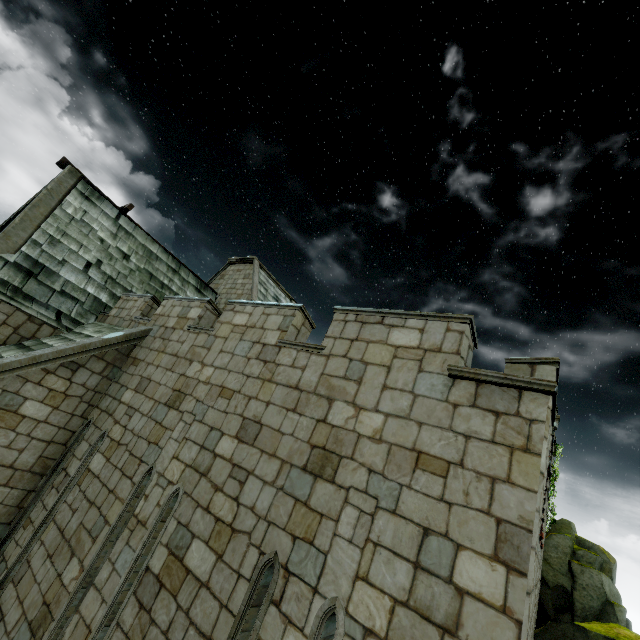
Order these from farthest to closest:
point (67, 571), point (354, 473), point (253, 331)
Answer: point (253, 331) → point (67, 571) → point (354, 473)

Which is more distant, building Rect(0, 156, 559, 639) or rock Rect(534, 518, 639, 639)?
rock Rect(534, 518, 639, 639)

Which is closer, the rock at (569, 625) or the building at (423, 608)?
the building at (423, 608)
